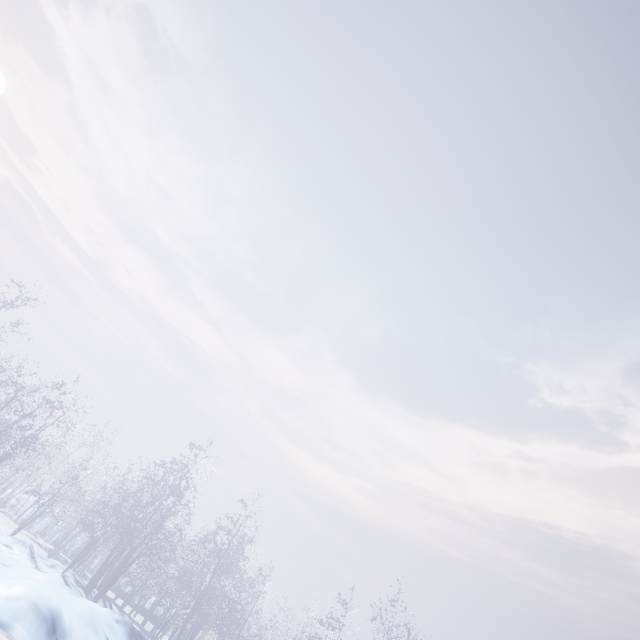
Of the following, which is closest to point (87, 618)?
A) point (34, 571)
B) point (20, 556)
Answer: point (34, 571)
